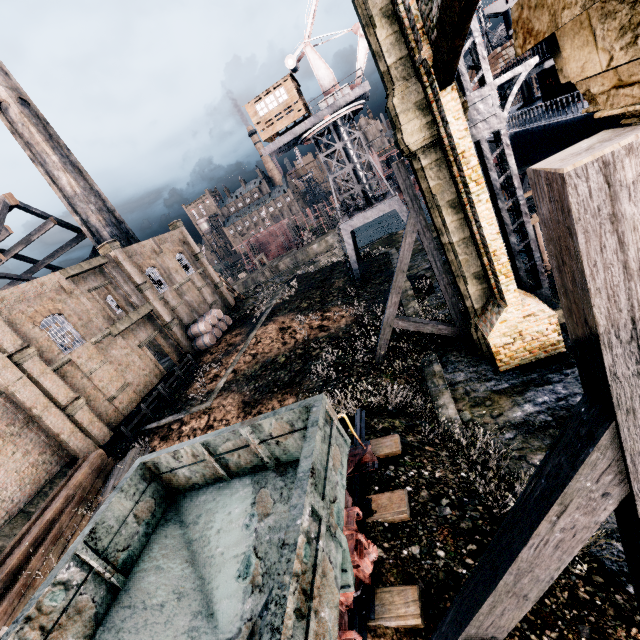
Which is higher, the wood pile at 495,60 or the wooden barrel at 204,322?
the wood pile at 495,60

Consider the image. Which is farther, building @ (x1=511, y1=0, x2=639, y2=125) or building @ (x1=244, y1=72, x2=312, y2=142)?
building @ (x1=244, y1=72, x2=312, y2=142)

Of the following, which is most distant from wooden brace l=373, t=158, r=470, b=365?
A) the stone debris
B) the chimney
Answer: the chimney

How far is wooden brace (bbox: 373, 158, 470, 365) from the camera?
13.06m

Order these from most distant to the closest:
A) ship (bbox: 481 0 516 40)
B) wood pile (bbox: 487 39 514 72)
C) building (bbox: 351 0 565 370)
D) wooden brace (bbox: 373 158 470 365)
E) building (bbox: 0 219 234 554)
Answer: ship (bbox: 481 0 516 40) < wood pile (bbox: 487 39 514 72) < building (bbox: 0 219 234 554) < wooden brace (bbox: 373 158 470 365) < building (bbox: 351 0 565 370)

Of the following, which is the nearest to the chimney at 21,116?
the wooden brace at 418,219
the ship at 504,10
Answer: the wooden brace at 418,219

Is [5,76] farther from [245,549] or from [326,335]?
[245,549]

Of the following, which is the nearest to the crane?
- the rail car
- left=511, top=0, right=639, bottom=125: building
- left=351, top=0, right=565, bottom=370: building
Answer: left=511, top=0, right=639, bottom=125: building
